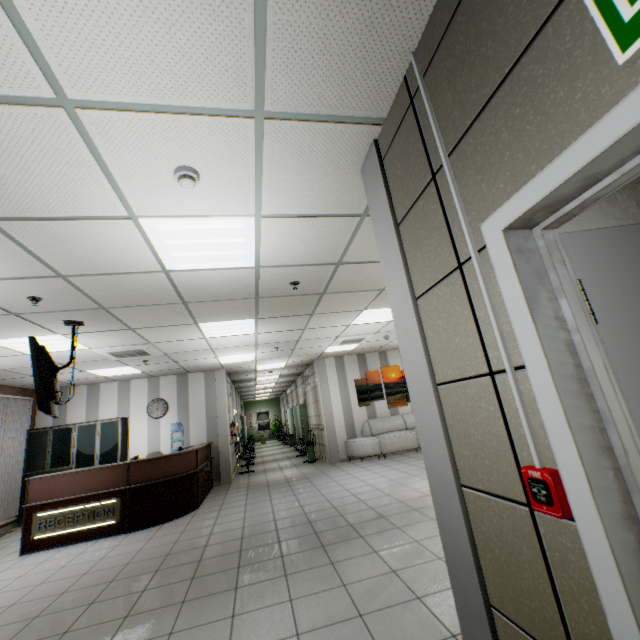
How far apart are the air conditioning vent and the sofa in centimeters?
594cm

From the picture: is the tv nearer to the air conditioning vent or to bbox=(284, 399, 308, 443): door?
the air conditioning vent

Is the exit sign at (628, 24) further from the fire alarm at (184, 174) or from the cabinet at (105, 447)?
the cabinet at (105, 447)

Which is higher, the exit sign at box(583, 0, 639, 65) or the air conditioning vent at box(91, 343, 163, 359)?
the air conditioning vent at box(91, 343, 163, 359)

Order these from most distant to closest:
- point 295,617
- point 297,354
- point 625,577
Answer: point 297,354
point 295,617
point 625,577

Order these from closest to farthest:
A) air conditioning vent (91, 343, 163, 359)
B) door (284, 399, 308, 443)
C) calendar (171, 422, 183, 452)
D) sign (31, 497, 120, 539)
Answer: sign (31, 497, 120, 539) → air conditioning vent (91, 343, 163, 359) → calendar (171, 422, 183, 452) → door (284, 399, 308, 443)

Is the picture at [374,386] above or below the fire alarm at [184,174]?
below

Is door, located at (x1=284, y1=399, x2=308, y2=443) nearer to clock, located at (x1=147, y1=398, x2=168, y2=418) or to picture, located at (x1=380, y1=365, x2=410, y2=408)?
picture, located at (x1=380, y1=365, x2=410, y2=408)
